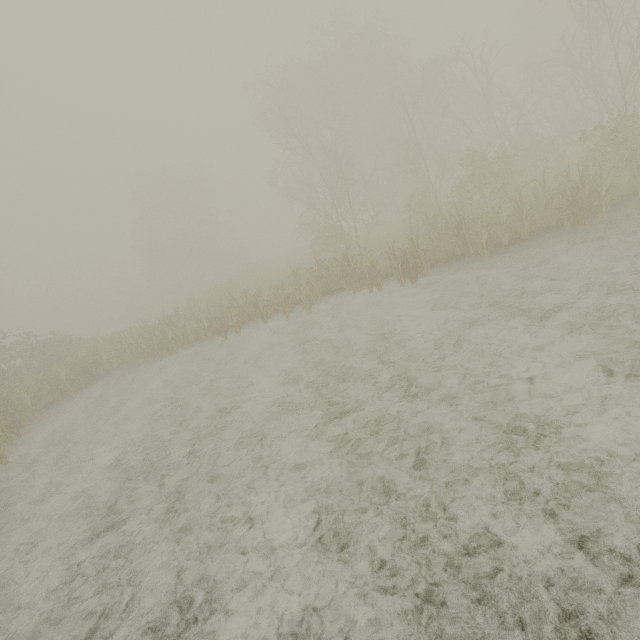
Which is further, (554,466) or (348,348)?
(348,348)
